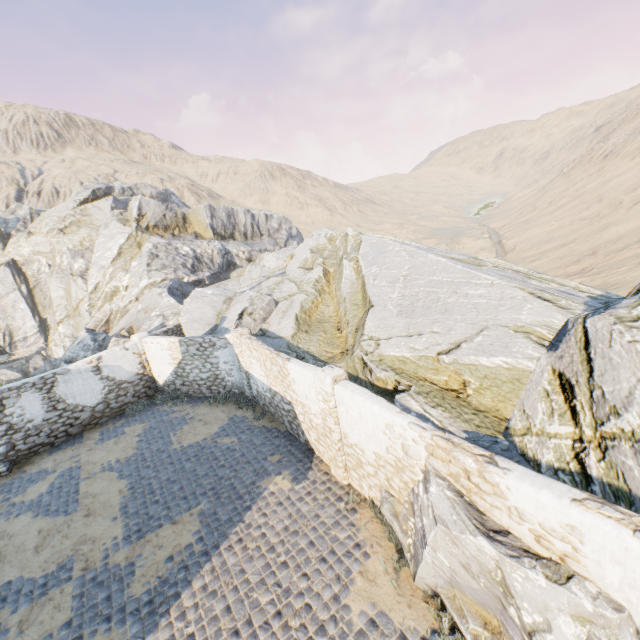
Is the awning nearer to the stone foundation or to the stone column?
the stone foundation

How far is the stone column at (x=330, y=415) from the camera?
8.05m

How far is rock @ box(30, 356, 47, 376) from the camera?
21.17m

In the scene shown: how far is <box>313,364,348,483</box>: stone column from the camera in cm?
805

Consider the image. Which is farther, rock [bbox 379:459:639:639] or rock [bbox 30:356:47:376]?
rock [bbox 30:356:47:376]

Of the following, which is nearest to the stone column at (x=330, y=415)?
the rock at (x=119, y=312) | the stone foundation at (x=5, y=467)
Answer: the rock at (x=119, y=312)

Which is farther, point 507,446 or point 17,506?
point 17,506

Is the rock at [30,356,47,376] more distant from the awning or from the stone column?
the stone column
